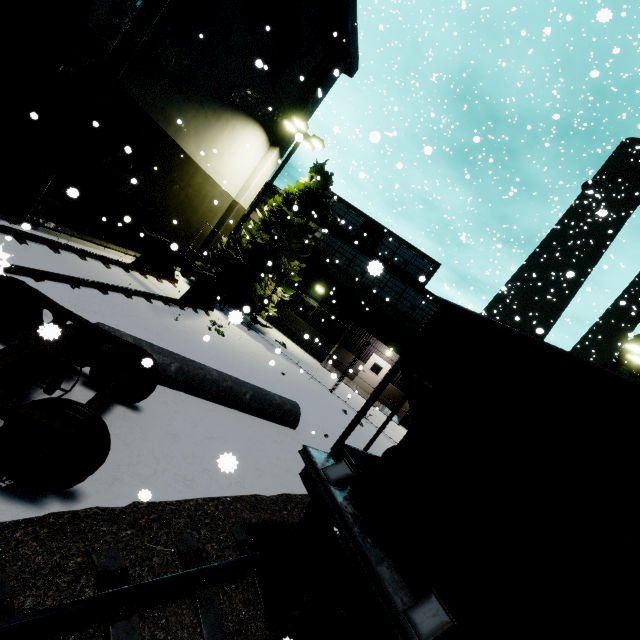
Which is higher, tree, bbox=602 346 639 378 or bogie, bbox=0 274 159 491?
tree, bbox=602 346 639 378

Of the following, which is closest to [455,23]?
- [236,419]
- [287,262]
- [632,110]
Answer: [287,262]

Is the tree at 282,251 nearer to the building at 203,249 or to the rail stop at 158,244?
the building at 203,249

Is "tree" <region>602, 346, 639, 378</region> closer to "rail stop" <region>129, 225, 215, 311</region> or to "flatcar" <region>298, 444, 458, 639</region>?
"flatcar" <region>298, 444, 458, 639</region>

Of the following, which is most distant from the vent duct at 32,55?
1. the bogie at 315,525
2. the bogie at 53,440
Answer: the bogie at 315,525

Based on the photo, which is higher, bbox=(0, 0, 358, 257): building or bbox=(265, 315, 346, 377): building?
bbox=(0, 0, 358, 257): building

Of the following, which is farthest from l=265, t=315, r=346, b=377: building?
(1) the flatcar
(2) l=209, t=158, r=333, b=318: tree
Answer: (1) the flatcar
